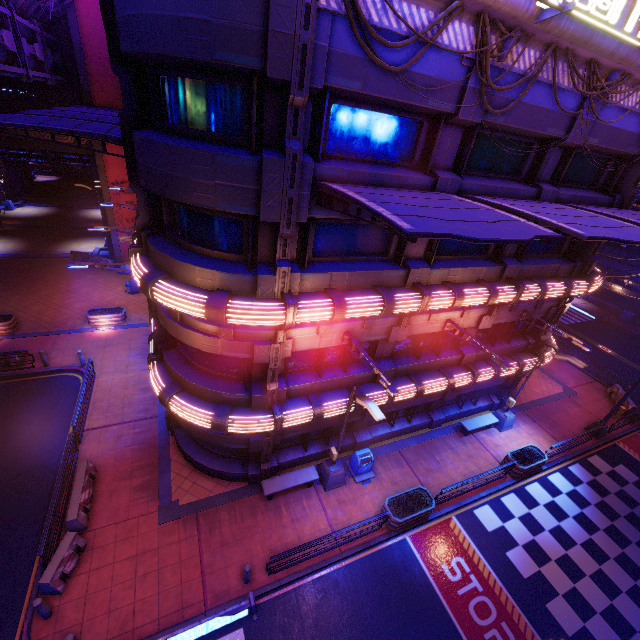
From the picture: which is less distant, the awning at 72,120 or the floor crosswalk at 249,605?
the awning at 72,120

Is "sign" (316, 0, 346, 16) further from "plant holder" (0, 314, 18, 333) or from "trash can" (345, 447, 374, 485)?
"plant holder" (0, 314, 18, 333)

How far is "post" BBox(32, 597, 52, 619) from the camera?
9.3m

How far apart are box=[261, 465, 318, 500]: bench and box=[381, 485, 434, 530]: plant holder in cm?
293

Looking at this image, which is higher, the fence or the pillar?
the fence

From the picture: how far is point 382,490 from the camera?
14.9m

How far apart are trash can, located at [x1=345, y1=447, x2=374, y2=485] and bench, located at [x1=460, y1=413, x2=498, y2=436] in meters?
6.1 m

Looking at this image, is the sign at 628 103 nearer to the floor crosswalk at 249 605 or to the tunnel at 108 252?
the floor crosswalk at 249 605
